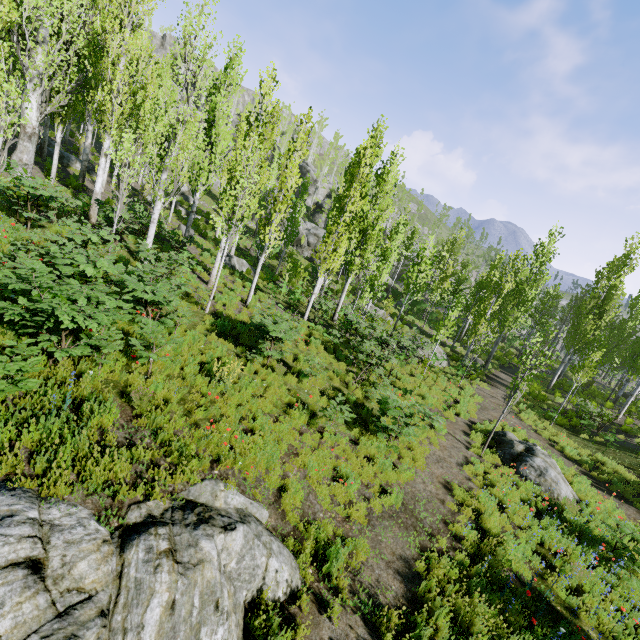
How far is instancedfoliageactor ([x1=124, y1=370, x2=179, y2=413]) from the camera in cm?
605

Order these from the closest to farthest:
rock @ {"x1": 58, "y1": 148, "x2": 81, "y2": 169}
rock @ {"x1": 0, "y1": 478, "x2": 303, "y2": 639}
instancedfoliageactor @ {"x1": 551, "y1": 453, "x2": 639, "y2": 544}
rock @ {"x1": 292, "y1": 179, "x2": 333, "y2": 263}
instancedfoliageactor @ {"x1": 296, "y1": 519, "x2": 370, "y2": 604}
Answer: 1. rock @ {"x1": 0, "y1": 478, "x2": 303, "y2": 639}
2. instancedfoliageactor @ {"x1": 296, "y1": 519, "x2": 370, "y2": 604}
3. instancedfoliageactor @ {"x1": 551, "y1": 453, "x2": 639, "y2": 544}
4. rock @ {"x1": 58, "y1": 148, "x2": 81, "y2": 169}
5. rock @ {"x1": 292, "y1": 179, "x2": 333, "y2": 263}

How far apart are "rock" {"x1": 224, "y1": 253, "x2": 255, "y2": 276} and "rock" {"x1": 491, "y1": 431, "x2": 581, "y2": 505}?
16.2 meters

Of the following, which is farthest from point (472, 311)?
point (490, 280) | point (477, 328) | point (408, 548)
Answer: point (408, 548)

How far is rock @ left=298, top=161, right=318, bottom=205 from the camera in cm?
5503

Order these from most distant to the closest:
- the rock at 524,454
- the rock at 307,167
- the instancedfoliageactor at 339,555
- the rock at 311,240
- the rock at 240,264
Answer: the rock at 307,167 < the rock at 311,240 < the rock at 240,264 < the rock at 524,454 < the instancedfoliageactor at 339,555

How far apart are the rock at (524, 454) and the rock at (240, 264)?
16.18m

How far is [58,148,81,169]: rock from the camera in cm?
2205
